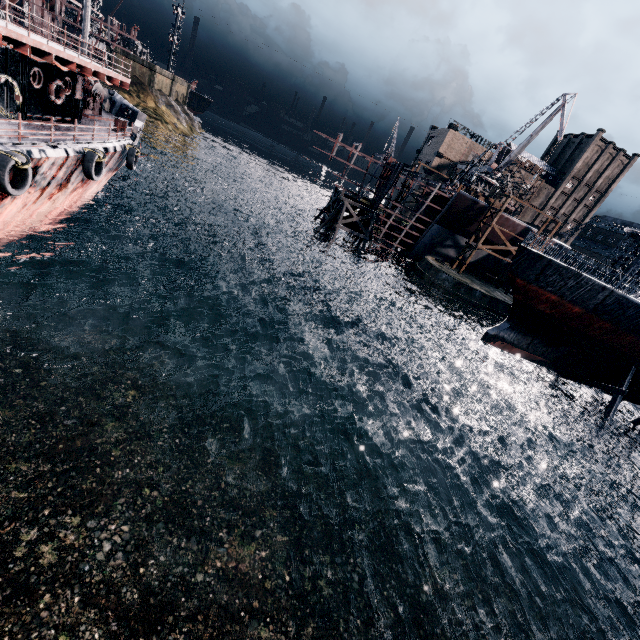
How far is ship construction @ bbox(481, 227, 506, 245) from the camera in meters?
45.0

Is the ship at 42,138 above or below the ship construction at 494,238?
below

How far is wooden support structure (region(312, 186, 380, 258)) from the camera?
43.59m

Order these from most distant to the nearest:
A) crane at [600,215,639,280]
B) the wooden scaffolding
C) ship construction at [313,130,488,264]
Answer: ship construction at [313,130,488,264] → crane at [600,215,639,280] → the wooden scaffolding

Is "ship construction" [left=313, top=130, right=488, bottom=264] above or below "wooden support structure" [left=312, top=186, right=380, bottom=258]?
above

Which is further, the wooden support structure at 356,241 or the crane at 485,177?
the crane at 485,177

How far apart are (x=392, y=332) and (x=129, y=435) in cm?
3094

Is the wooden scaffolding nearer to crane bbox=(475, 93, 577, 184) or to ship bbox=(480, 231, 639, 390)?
ship bbox=(480, 231, 639, 390)
